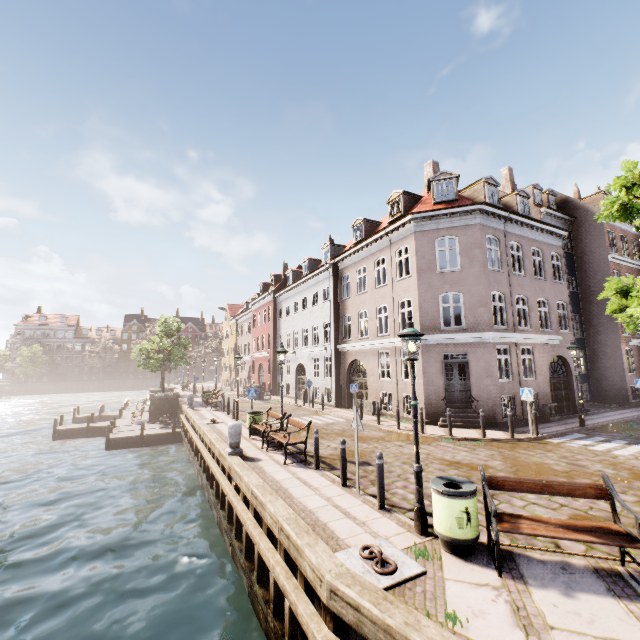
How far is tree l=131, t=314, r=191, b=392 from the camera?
27.84m

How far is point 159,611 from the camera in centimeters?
712cm

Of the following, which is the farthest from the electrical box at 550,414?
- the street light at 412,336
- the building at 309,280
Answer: the street light at 412,336

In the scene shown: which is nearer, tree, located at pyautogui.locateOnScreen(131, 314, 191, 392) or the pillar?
the pillar

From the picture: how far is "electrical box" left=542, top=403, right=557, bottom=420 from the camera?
16.31m

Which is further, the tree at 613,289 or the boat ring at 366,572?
the tree at 613,289

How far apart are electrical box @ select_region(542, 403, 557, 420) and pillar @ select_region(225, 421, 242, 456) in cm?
1519

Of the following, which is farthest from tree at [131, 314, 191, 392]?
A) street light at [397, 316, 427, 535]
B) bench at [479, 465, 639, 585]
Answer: bench at [479, 465, 639, 585]
